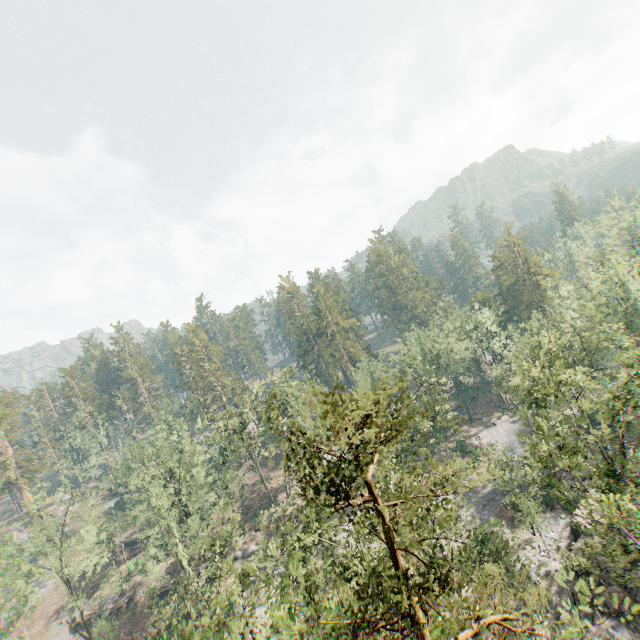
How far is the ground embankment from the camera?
45.3 meters

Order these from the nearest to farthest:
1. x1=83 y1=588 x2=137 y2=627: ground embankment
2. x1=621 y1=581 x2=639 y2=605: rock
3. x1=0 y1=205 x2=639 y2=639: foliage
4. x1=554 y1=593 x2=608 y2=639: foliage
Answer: x1=0 y1=205 x2=639 y2=639: foliage
x1=554 y1=593 x2=608 y2=639: foliage
x1=621 y1=581 x2=639 y2=605: rock
x1=83 y1=588 x2=137 y2=627: ground embankment

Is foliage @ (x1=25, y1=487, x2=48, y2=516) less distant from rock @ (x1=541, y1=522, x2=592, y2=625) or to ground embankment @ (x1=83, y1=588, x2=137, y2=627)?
rock @ (x1=541, y1=522, x2=592, y2=625)

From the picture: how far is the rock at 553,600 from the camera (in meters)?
27.23

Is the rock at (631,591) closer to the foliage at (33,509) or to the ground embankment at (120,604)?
the foliage at (33,509)

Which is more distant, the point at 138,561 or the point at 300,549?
the point at 138,561

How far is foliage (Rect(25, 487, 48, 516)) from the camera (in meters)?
35.60

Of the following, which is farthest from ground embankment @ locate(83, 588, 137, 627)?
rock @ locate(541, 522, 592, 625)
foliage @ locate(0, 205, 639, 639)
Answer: rock @ locate(541, 522, 592, 625)
